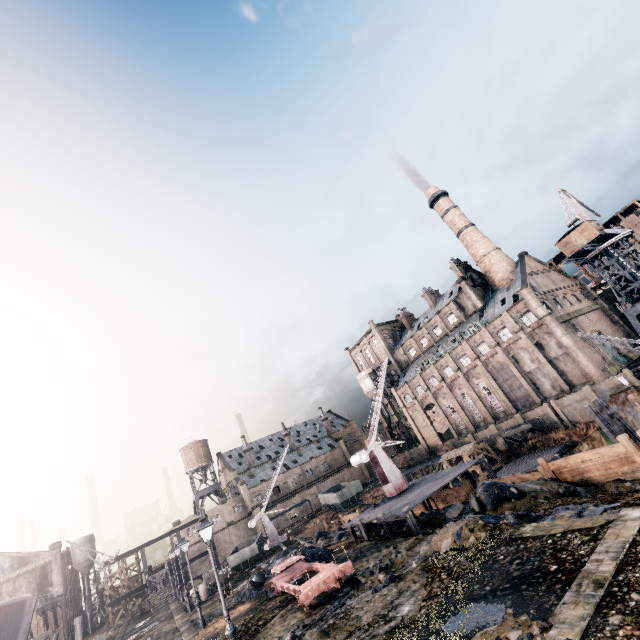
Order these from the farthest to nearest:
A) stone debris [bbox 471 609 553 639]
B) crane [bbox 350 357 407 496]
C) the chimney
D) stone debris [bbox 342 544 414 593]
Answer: the chimney < crane [bbox 350 357 407 496] < stone debris [bbox 342 544 414 593] < stone debris [bbox 471 609 553 639]

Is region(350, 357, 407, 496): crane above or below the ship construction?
below

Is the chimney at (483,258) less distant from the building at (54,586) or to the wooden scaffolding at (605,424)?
the wooden scaffolding at (605,424)

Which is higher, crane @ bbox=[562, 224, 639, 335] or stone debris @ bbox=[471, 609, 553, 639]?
crane @ bbox=[562, 224, 639, 335]

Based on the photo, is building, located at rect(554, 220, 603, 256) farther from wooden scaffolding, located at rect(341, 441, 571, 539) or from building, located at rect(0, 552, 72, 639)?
building, located at rect(0, 552, 72, 639)

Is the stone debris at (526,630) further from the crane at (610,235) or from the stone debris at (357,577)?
the crane at (610,235)

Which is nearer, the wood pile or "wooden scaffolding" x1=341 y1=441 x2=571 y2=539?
"wooden scaffolding" x1=341 y1=441 x2=571 y2=539

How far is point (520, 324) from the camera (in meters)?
49.47
